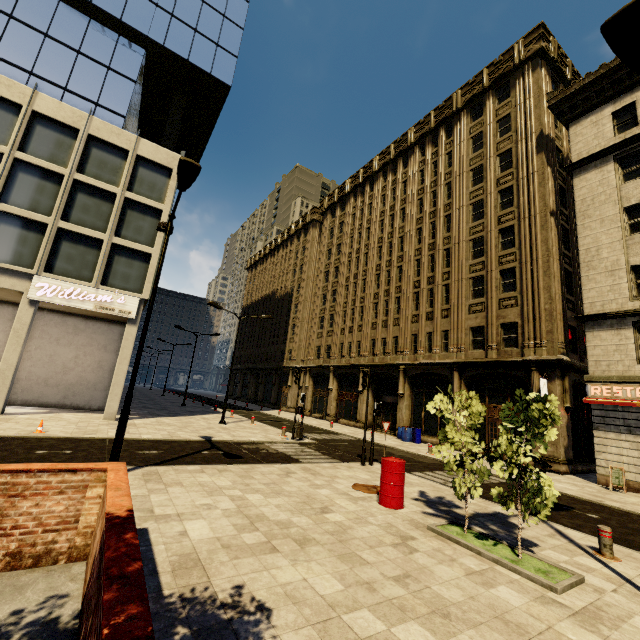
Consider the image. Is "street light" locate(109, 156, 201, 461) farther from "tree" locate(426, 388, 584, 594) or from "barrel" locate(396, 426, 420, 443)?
"barrel" locate(396, 426, 420, 443)

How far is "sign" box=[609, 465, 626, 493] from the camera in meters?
13.4 m

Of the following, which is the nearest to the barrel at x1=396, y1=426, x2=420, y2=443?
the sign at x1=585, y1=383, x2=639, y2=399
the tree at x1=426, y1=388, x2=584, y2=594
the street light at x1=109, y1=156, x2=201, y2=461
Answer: the sign at x1=585, y1=383, x2=639, y2=399

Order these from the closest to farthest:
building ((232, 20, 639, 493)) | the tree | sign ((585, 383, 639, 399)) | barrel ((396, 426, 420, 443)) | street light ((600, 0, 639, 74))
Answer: street light ((600, 0, 639, 74))
the tree
sign ((585, 383, 639, 399))
building ((232, 20, 639, 493))
barrel ((396, 426, 420, 443))

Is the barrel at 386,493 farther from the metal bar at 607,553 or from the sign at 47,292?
the sign at 47,292

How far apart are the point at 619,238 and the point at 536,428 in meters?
15.8

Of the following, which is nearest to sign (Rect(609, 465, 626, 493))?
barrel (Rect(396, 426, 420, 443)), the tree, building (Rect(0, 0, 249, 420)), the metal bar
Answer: building (Rect(0, 0, 249, 420))

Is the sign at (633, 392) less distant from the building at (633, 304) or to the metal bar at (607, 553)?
the building at (633, 304)
